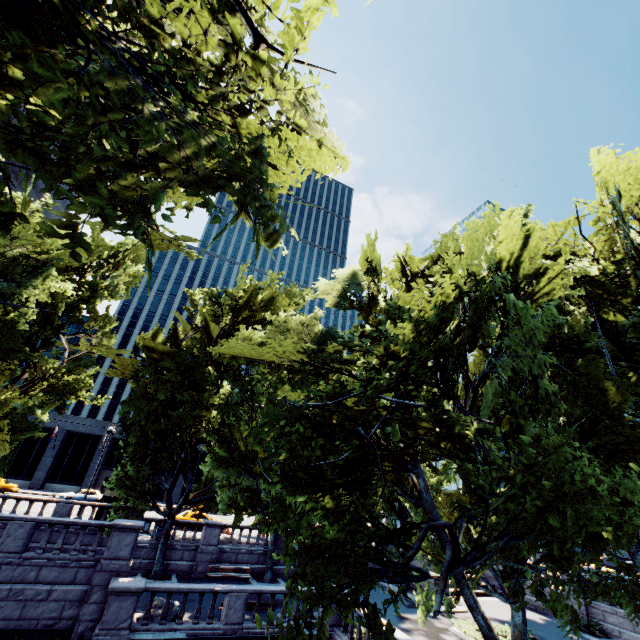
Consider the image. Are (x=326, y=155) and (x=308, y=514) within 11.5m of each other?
no

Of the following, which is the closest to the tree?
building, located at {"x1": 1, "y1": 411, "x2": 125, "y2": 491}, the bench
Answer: the bench

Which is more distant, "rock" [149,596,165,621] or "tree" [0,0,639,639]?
"rock" [149,596,165,621]

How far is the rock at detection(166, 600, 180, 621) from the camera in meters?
14.9

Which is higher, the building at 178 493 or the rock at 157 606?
the building at 178 493

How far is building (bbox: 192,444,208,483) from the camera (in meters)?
52.18

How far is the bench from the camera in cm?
2173

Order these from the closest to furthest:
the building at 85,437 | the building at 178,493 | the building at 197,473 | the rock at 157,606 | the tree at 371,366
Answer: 1. the tree at 371,366
2. the rock at 157,606
3. the building at 85,437
4. the building at 178,493
5. the building at 197,473
